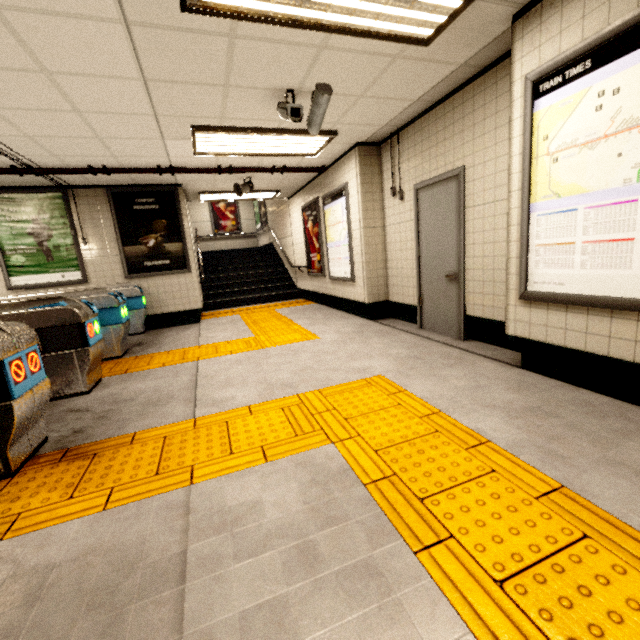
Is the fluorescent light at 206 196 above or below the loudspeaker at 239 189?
above

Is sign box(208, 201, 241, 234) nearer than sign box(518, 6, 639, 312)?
No

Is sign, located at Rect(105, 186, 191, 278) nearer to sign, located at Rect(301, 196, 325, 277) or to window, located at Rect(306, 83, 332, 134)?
sign, located at Rect(301, 196, 325, 277)

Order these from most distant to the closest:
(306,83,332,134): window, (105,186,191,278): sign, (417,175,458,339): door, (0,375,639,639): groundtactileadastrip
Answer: (105,186,191,278): sign
(417,175,458,339): door
(306,83,332,134): window
(0,375,639,639): groundtactileadastrip

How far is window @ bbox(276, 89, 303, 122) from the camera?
3.3 meters

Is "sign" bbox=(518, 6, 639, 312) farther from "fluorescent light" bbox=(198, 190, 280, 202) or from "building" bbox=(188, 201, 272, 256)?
"building" bbox=(188, 201, 272, 256)

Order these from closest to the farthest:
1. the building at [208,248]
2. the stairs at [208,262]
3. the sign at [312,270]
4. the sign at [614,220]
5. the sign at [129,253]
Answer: the sign at [614,220]
the sign at [129,253]
the sign at [312,270]
the stairs at [208,262]
the building at [208,248]

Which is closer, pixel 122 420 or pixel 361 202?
pixel 122 420
